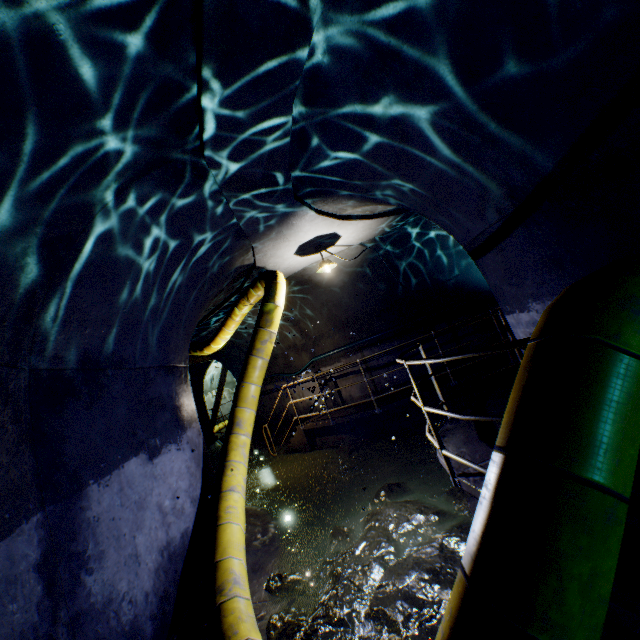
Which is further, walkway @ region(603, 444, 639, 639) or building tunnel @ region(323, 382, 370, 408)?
building tunnel @ region(323, 382, 370, 408)

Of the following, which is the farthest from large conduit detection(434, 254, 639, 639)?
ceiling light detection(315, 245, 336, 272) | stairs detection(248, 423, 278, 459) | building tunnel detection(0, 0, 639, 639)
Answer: stairs detection(248, 423, 278, 459)

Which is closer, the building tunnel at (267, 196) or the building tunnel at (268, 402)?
the building tunnel at (267, 196)

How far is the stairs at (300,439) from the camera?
9.0 meters

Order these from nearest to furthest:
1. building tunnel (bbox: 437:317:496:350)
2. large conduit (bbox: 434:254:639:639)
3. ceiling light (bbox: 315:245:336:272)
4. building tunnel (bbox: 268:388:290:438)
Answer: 1. large conduit (bbox: 434:254:639:639)
2. ceiling light (bbox: 315:245:336:272)
3. building tunnel (bbox: 437:317:496:350)
4. building tunnel (bbox: 268:388:290:438)

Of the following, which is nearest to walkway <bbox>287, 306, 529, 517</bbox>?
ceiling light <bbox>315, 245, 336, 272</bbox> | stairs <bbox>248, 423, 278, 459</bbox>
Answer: ceiling light <bbox>315, 245, 336, 272</bbox>

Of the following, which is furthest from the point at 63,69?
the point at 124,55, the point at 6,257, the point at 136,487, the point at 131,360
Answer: the point at 136,487

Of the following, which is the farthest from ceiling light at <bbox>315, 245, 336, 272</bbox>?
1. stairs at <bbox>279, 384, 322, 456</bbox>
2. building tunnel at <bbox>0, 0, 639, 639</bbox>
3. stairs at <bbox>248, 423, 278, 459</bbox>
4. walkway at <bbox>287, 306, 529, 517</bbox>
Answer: stairs at <bbox>248, 423, 278, 459</bbox>
